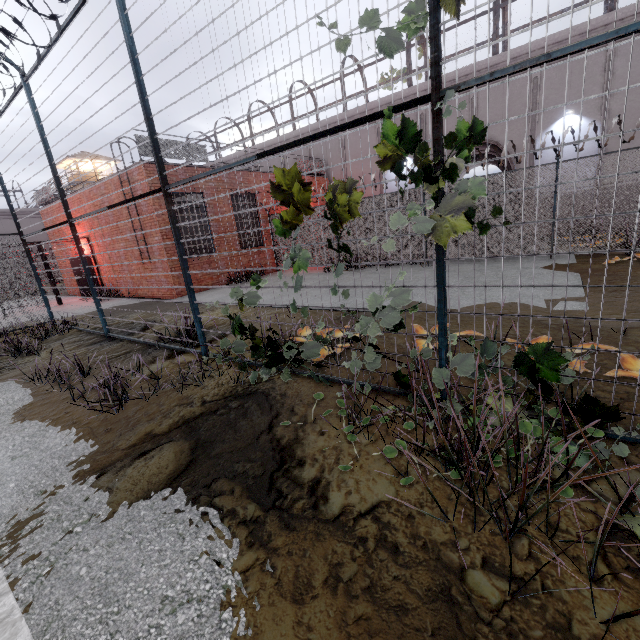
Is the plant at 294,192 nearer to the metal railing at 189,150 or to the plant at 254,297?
the plant at 254,297

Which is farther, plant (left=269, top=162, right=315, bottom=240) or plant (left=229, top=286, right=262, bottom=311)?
plant (left=229, top=286, right=262, bottom=311)

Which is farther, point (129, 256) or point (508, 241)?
point (129, 256)

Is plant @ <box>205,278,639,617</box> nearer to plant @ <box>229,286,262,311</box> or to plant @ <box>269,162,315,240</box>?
plant @ <box>269,162,315,240</box>

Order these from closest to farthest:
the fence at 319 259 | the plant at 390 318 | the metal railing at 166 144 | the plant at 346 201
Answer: the plant at 390 318
the plant at 346 201
the fence at 319 259
the metal railing at 166 144

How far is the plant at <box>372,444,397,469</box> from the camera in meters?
2.4 m

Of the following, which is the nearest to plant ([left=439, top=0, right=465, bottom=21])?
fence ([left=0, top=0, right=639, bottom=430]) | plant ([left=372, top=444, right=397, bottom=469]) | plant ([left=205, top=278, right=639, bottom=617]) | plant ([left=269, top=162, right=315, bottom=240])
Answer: fence ([left=0, top=0, right=639, bottom=430])

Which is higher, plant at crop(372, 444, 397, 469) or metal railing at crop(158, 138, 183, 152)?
metal railing at crop(158, 138, 183, 152)
